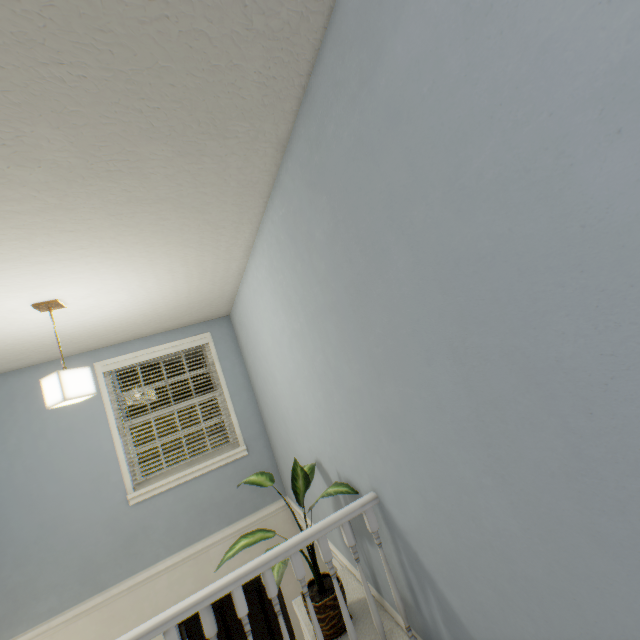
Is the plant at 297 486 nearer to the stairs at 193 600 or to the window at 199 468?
the stairs at 193 600

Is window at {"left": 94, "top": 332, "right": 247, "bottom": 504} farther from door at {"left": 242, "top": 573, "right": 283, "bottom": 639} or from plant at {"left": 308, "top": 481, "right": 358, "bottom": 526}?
plant at {"left": 308, "top": 481, "right": 358, "bottom": 526}

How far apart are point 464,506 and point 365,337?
0.7m

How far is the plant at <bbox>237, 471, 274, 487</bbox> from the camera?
2.08m

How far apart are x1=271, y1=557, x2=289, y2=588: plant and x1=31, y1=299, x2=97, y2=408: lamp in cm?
115

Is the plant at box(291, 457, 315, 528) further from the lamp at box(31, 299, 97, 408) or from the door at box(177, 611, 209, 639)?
the door at box(177, 611, 209, 639)

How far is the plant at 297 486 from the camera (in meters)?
2.00

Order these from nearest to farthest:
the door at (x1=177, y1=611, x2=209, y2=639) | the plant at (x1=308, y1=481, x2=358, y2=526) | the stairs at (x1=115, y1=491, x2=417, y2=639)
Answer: the stairs at (x1=115, y1=491, x2=417, y2=639) < the plant at (x1=308, y1=481, x2=358, y2=526) < the door at (x1=177, y1=611, x2=209, y2=639)
